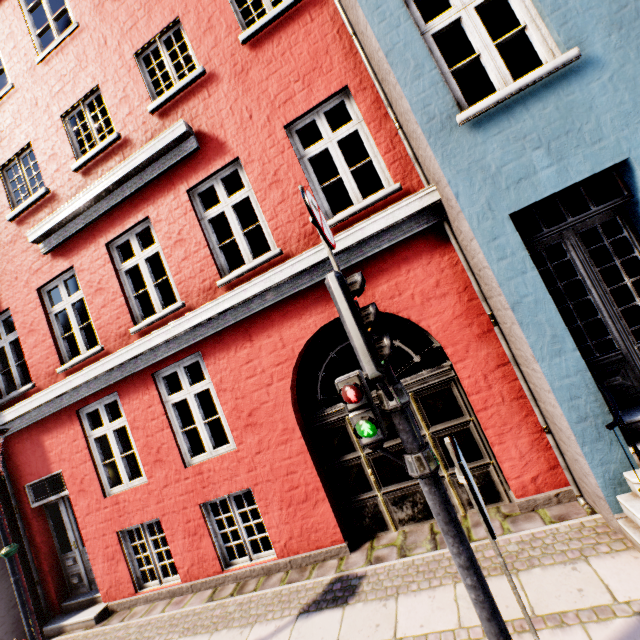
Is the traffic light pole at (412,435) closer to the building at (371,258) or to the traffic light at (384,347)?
the traffic light at (384,347)

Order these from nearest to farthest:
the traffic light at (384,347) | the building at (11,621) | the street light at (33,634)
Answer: the traffic light at (384,347) → the street light at (33,634) → the building at (11,621)

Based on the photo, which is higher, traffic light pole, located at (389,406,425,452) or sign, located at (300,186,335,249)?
sign, located at (300,186,335,249)

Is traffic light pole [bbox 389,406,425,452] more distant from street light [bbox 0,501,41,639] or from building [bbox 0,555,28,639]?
street light [bbox 0,501,41,639]

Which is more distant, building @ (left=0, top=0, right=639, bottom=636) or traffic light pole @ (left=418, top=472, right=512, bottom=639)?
building @ (left=0, top=0, right=639, bottom=636)

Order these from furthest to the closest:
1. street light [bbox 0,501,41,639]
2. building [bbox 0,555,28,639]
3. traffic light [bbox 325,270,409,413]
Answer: building [bbox 0,555,28,639] → street light [bbox 0,501,41,639] → traffic light [bbox 325,270,409,413]

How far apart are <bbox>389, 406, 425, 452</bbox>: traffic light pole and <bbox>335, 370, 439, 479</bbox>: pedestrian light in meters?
0.0 m

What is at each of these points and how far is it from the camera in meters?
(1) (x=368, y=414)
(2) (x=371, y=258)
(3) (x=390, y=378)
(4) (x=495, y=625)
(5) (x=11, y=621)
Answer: (1) pedestrian light, 2.4 m
(2) building, 4.7 m
(3) traffic light pole, 2.4 m
(4) traffic light pole, 2.2 m
(5) building, 6.1 m
